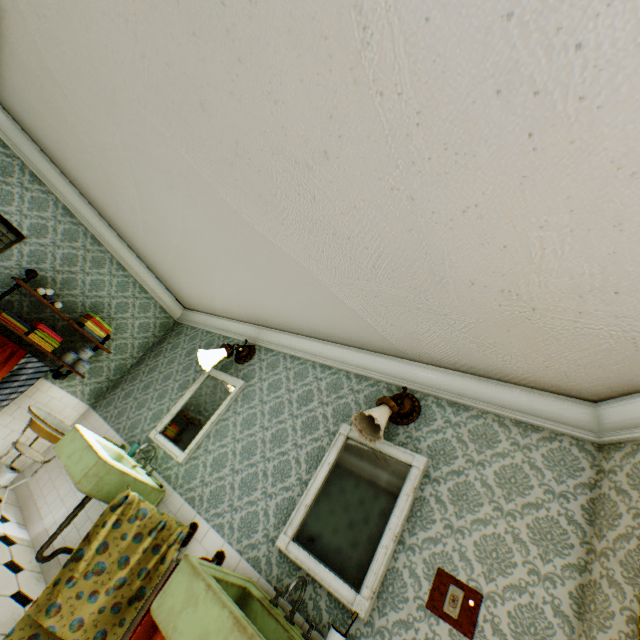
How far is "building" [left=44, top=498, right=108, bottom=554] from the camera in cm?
316

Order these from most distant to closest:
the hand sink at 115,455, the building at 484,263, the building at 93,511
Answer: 1. the building at 93,511
2. the hand sink at 115,455
3. the building at 484,263

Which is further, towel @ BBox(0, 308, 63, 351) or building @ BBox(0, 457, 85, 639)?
towel @ BBox(0, 308, 63, 351)

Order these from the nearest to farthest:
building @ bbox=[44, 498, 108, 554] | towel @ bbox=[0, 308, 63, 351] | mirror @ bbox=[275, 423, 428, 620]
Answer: mirror @ bbox=[275, 423, 428, 620] → building @ bbox=[44, 498, 108, 554] → towel @ bbox=[0, 308, 63, 351]

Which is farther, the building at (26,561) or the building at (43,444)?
the building at (43,444)

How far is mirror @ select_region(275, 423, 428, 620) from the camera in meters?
2.0 m

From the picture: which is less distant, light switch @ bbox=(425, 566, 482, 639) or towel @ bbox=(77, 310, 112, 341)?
light switch @ bbox=(425, 566, 482, 639)

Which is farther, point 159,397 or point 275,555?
point 159,397
